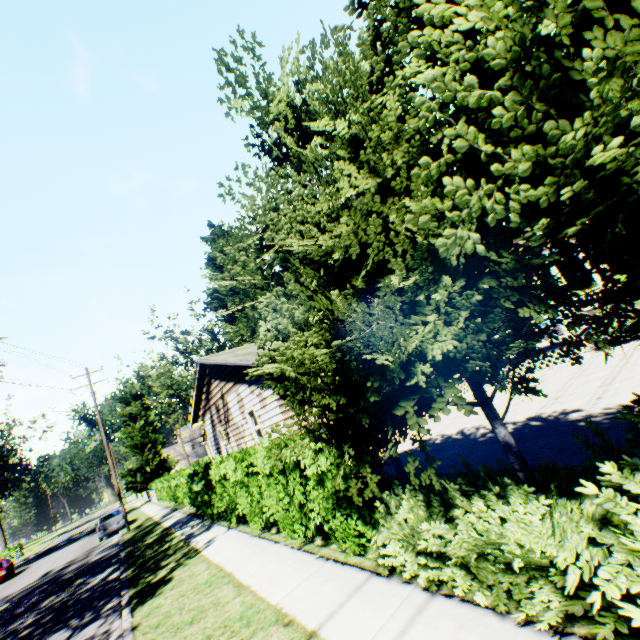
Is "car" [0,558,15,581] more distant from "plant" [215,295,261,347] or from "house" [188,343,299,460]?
"house" [188,343,299,460]

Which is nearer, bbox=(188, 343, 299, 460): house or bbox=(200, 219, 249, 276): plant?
bbox=(188, 343, 299, 460): house

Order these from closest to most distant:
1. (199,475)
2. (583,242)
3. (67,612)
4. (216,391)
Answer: (583,242) < (67,612) < (199,475) < (216,391)

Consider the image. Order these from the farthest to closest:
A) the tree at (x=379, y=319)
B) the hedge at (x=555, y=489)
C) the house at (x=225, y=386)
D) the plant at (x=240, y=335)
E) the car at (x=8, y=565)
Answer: the car at (x=8, y=565)
the plant at (x=240, y=335)
the house at (x=225, y=386)
the hedge at (x=555, y=489)
the tree at (x=379, y=319)

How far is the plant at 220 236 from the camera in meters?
25.4 m

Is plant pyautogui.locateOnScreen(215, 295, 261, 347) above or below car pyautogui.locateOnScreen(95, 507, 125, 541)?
above

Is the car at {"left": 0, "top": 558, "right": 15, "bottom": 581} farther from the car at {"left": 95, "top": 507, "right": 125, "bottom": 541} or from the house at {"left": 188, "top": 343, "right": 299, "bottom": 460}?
the house at {"left": 188, "top": 343, "right": 299, "bottom": 460}

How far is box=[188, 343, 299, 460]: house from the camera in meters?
11.0
